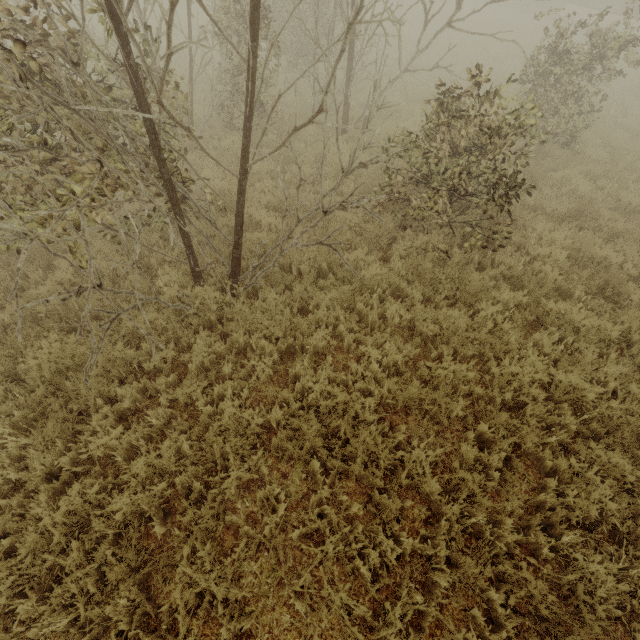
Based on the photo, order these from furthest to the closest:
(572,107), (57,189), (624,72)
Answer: (624,72)
(572,107)
(57,189)

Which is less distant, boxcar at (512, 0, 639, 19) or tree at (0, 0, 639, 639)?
tree at (0, 0, 639, 639)

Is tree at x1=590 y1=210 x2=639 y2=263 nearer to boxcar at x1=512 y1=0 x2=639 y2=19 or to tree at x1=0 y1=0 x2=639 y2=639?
tree at x1=0 y1=0 x2=639 y2=639

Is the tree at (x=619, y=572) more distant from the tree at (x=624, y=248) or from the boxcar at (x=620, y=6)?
the boxcar at (x=620, y=6)

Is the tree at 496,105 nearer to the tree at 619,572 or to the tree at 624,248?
the tree at 624,248

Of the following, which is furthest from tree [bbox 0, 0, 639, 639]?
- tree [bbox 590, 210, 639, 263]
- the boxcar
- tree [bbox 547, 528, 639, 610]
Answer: the boxcar

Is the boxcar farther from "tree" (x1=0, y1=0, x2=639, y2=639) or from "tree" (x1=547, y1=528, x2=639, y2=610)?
"tree" (x1=547, y1=528, x2=639, y2=610)

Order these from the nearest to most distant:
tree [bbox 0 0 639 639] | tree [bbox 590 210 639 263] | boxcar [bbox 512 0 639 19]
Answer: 1. tree [bbox 0 0 639 639]
2. tree [bbox 590 210 639 263]
3. boxcar [bbox 512 0 639 19]
